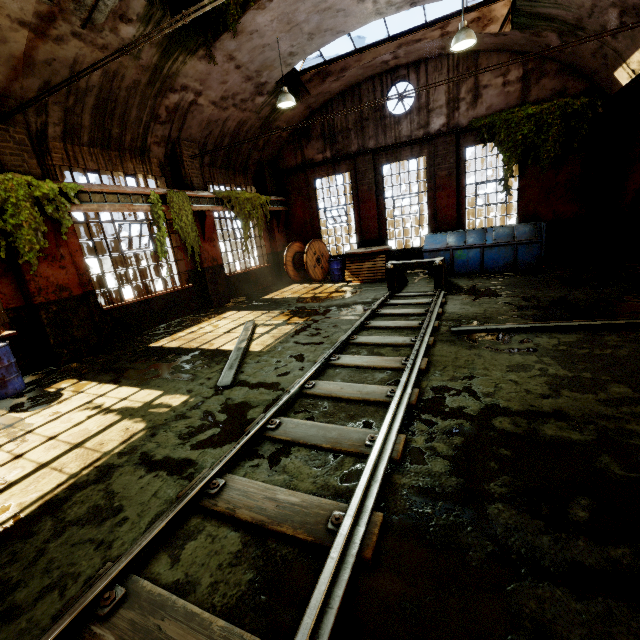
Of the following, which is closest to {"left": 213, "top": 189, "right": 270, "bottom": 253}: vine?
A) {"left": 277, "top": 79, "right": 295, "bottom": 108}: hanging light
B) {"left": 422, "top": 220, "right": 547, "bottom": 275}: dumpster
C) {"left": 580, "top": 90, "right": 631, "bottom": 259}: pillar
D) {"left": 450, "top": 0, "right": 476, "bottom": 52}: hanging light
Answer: {"left": 277, "top": 79, "right": 295, "bottom": 108}: hanging light

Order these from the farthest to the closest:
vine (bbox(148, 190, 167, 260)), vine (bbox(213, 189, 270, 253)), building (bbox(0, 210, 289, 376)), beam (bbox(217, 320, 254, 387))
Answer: vine (bbox(213, 189, 270, 253)) → vine (bbox(148, 190, 167, 260)) → building (bbox(0, 210, 289, 376)) → beam (bbox(217, 320, 254, 387))

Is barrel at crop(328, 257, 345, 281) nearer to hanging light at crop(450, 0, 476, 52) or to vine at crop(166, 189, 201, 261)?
vine at crop(166, 189, 201, 261)

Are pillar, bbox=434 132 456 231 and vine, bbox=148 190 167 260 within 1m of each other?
no

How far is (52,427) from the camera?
4.6 meters

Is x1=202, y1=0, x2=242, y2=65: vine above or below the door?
above

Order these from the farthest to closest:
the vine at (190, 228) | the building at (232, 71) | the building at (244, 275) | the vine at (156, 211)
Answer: the vine at (190, 228) → the vine at (156, 211) → the building at (232, 71) → the building at (244, 275)

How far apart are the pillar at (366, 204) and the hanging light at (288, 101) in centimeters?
458cm
